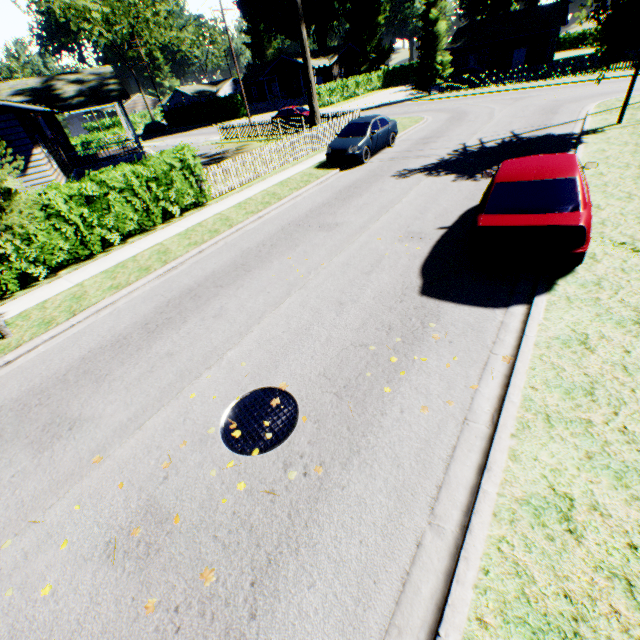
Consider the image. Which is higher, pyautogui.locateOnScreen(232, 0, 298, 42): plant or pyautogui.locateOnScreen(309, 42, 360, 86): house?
pyautogui.locateOnScreen(232, 0, 298, 42): plant

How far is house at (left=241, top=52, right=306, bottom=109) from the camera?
48.8m

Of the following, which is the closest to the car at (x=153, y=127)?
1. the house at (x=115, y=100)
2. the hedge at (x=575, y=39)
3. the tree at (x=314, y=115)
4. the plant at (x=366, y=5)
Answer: the house at (x=115, y=100)

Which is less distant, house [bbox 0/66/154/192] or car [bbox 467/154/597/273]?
car [bbox 467/154/597/273]

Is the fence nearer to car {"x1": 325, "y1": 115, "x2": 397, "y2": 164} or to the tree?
the tree

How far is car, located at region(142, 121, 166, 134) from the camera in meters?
52.9

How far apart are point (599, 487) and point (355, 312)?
4.1m

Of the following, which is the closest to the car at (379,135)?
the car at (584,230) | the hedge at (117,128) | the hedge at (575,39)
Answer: the car at (584,230)
